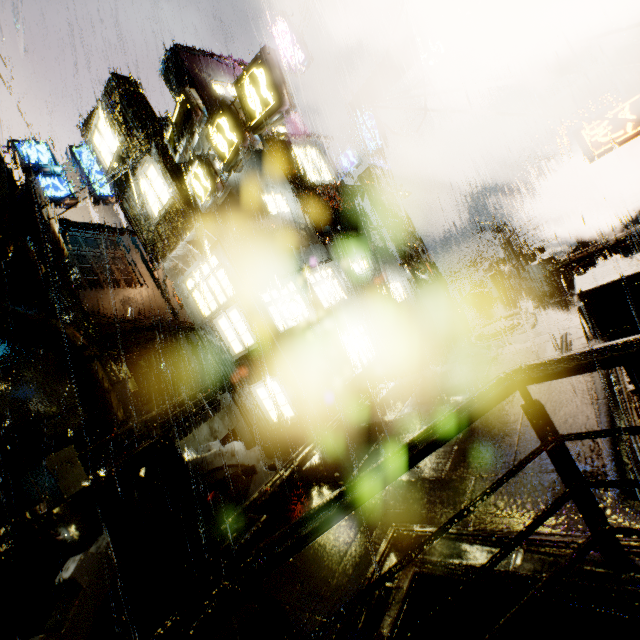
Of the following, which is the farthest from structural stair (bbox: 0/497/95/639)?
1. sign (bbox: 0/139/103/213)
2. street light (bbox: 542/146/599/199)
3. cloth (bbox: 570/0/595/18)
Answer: cloth (bbox: 570/0/595/18)

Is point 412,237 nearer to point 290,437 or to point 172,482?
point 290,437

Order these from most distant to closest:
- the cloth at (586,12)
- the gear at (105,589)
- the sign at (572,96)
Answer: the sign at (572,96) < the cloth at (586,12) < the gear at (105,589)

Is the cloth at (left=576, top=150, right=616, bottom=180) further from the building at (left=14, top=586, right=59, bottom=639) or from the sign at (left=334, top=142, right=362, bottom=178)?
the sign at (left=334, top=142, right=362, bottom=178)

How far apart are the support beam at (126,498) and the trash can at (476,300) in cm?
1747

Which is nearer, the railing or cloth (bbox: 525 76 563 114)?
the railing

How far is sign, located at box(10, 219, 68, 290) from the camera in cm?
1324
